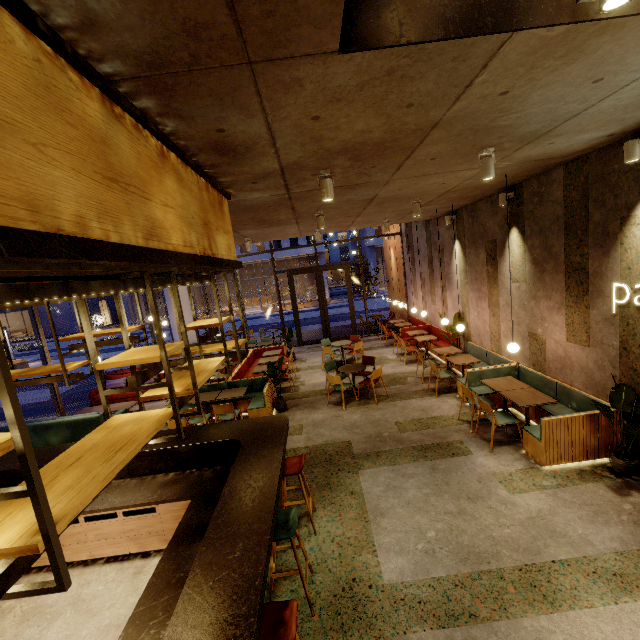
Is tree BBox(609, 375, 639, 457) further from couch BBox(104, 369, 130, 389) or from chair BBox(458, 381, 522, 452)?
couch BBox(104, 369, 130, 389)

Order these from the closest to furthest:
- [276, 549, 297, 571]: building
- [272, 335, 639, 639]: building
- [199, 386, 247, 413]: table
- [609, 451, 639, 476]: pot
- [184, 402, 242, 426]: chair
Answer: [272, 335, 639, 639]: building < [276, 549, 297, 571]: building < [609, 451, 639, 476]: pot < [184, 402, 242, 426]: chair < [199, 386, 247, 413]: table

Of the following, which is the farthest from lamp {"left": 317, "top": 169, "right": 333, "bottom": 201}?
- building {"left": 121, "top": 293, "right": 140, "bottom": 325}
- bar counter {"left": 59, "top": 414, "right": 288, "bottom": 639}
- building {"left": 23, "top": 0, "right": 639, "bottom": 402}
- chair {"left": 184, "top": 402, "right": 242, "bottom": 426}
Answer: building {"left": 121, "top": 293, "right": 140, "bottom": 325}

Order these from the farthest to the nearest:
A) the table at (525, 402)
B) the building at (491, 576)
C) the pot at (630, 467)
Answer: the table at (525, 402) → the pot at (630, 467) → the building at (491, 576)

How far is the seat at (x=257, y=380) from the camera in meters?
7.6 m

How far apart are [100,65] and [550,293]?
6.9 meters

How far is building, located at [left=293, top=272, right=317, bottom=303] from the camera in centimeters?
4291cm

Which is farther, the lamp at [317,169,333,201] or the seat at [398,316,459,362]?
the seat at [398,316,459,362]
